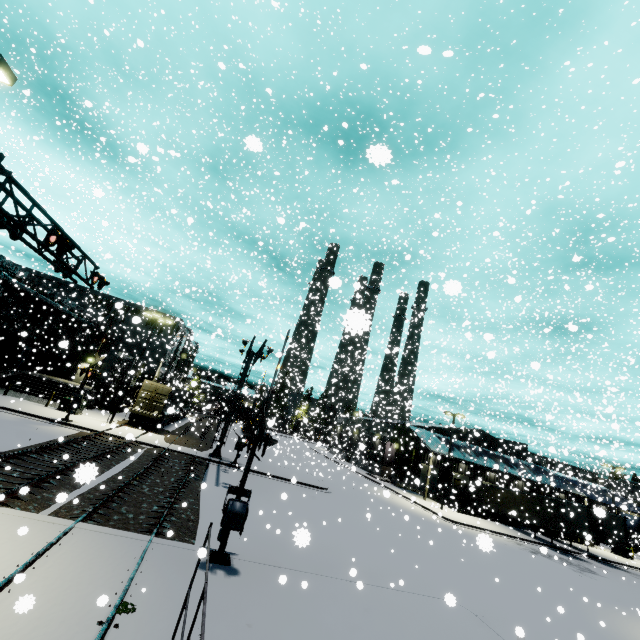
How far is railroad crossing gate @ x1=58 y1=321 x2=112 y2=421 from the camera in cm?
2268

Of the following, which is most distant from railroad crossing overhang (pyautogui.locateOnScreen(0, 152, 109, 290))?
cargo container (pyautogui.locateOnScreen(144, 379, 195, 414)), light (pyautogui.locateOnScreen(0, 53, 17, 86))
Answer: cargo container (pyautogui.locateOnScreen(144, 379, 195, 414))

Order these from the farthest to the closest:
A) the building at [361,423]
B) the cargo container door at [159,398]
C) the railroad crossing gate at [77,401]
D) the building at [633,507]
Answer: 1. the building at [361,423]
2. the building at [633,507]
3. the cargo container door at [159,398]
4. the railroad crossing gate at [77,401]

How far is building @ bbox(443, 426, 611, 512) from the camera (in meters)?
34.47

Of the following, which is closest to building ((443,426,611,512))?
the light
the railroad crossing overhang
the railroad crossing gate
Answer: the railroad crossing gate

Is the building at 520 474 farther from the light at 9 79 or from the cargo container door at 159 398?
the light at 9 79

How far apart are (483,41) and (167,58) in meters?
44.3 m

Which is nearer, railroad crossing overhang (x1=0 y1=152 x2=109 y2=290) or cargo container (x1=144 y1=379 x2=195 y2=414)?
railroad crossing overhang (x1=0 y1=152 x2=109 y2=290)
